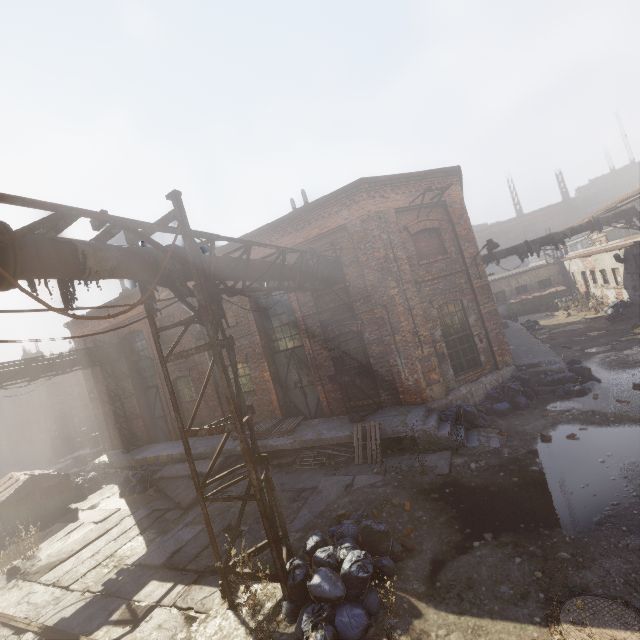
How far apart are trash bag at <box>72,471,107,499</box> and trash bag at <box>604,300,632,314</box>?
29.2m

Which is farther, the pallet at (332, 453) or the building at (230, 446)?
the building at (230, 446)

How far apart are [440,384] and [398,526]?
5.2 meters

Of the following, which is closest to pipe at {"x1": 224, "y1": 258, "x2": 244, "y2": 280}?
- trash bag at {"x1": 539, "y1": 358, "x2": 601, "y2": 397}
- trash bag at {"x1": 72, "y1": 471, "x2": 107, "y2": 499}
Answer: trash bag at {"x1": 72, "y1": 471, "x2": 107, "y2": 499}

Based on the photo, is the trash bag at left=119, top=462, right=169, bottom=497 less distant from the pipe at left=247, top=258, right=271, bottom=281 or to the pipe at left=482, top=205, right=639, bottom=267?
the pipe at left=247, top=258, right=271, bottom=281

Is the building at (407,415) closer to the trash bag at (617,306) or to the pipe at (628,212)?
the pipe at (628,212)

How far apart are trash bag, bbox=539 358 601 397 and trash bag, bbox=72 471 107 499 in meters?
19.2 m

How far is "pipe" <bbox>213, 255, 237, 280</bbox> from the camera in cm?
626
